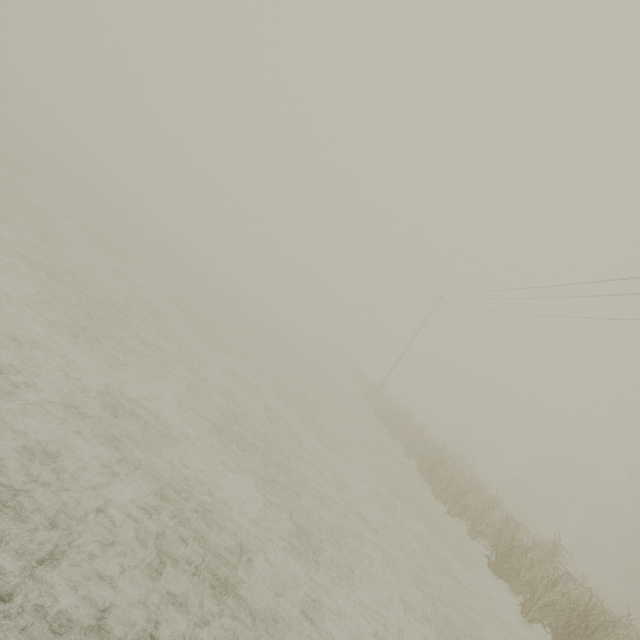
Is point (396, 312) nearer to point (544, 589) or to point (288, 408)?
point (288, 408)
